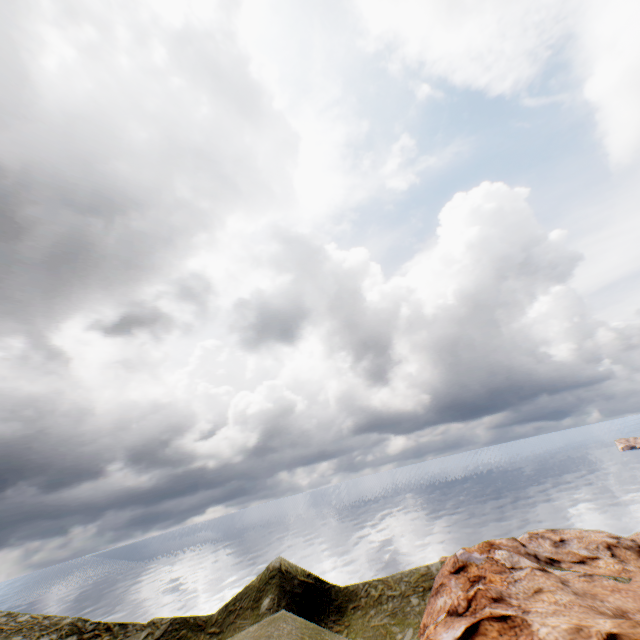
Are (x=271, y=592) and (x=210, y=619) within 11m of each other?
yes
